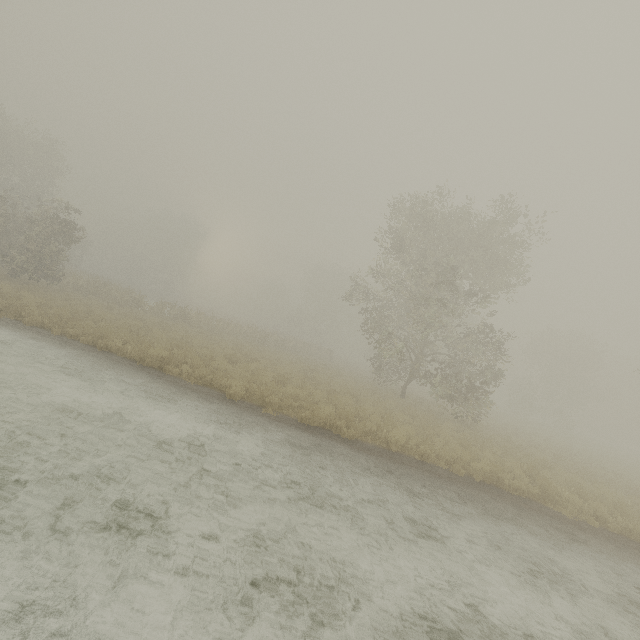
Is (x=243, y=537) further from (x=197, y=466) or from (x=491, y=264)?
(x=491, y=264)
